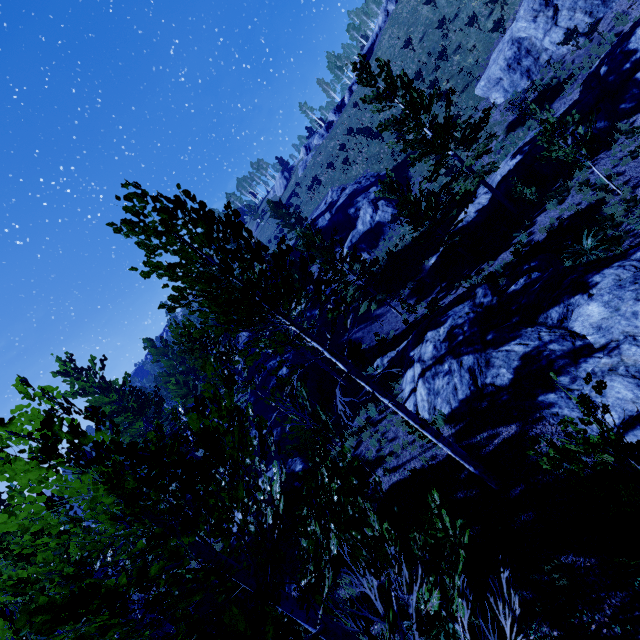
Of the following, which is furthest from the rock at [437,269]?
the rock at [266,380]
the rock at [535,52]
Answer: the rock at [266,380]

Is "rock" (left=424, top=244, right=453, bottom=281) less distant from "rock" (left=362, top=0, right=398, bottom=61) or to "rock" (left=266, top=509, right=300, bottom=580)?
"rock" (left=266, top=509, right=300, bottom=580)

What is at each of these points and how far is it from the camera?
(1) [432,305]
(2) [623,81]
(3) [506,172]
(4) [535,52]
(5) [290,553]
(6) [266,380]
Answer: (1) instancedfoliageactor, 19.6m
(2) rock, 15.0m
(3) rock, 19.3m
(4) rock, 21.9m
(5) rock, 11.2m
(6) rock, 26.8m

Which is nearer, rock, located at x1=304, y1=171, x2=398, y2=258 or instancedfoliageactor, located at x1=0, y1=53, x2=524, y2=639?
instancedfoliageactor, located at x1=0, y1=53, x2=524, y2=639

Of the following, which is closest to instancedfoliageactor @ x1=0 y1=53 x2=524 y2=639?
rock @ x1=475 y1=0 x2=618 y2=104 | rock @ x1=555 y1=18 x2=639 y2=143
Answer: rock @ x1=555 y1=18 x2=639 y2=143

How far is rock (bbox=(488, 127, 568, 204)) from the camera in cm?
1716

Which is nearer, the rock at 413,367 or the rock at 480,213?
the rock at 413,367
